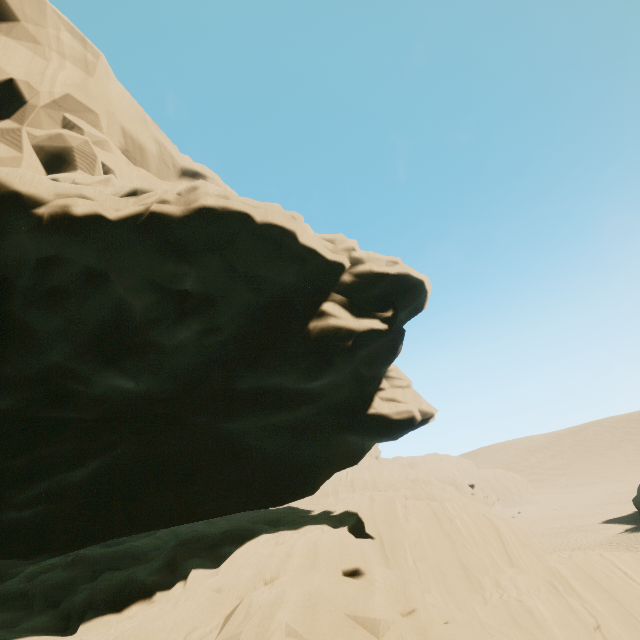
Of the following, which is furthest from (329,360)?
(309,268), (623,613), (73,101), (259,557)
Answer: (73,101)
